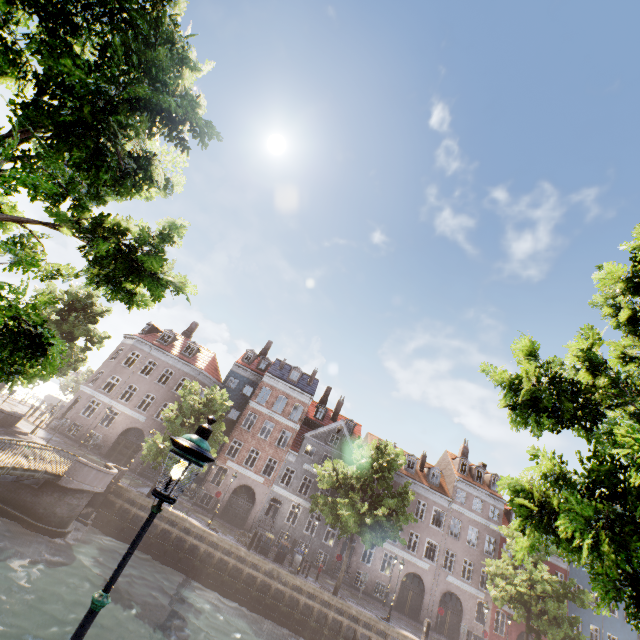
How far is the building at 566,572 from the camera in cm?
3331

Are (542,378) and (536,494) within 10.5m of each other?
yes

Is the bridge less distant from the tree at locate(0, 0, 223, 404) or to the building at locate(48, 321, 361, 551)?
the tree at locate(0, 0, 223, 404)

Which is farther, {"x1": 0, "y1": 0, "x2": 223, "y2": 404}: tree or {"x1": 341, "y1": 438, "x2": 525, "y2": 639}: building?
{"x1": 341, "y1": 438, "x2": 525, "y2": 639}: building

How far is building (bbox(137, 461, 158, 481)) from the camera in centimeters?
2971cm

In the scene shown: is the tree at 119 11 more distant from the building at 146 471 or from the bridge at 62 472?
the building at 146 471

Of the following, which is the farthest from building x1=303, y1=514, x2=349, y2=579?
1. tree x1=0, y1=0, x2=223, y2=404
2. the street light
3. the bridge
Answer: the street light
